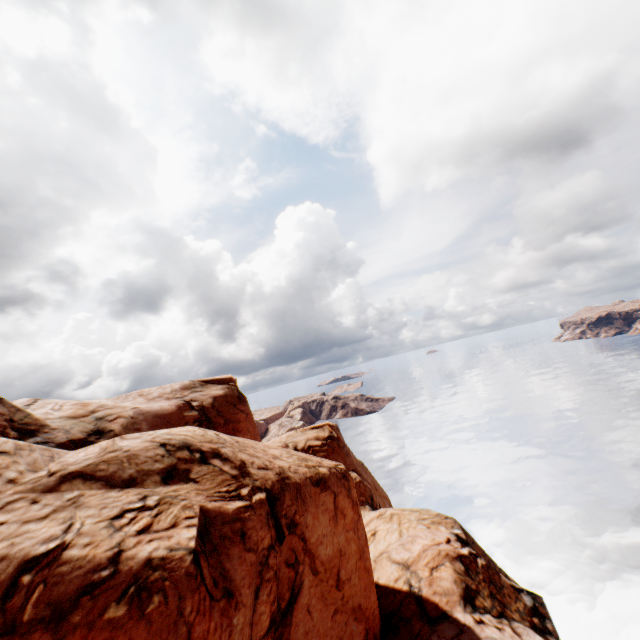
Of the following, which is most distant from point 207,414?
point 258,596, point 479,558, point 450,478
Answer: point 450,478
